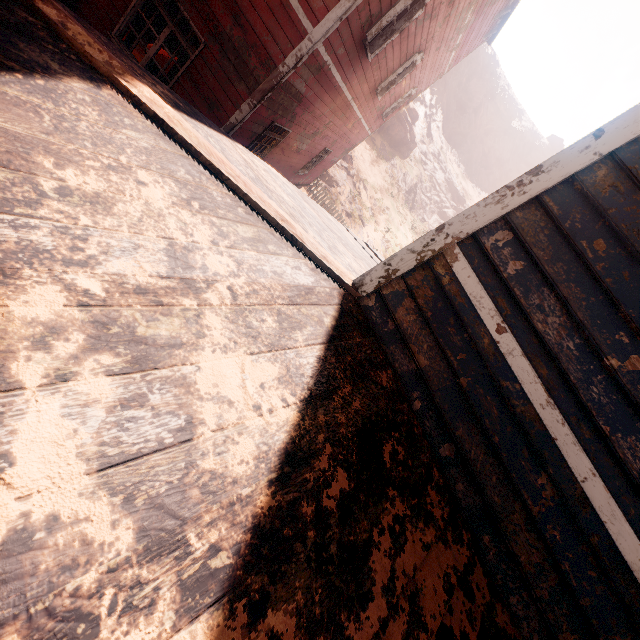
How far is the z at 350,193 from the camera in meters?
26.0 m

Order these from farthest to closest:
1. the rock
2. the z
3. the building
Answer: the rock < the z < the building

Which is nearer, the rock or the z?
the z

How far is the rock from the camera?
32.6m

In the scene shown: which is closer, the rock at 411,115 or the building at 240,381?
the building at 240,381

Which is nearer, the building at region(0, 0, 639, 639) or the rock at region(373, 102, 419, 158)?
the building at region(0, 0, 639, 639)

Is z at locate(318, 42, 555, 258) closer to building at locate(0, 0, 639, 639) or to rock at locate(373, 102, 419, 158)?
building at locate(0, 0, 639, 639)

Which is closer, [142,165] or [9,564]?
[9,564]
